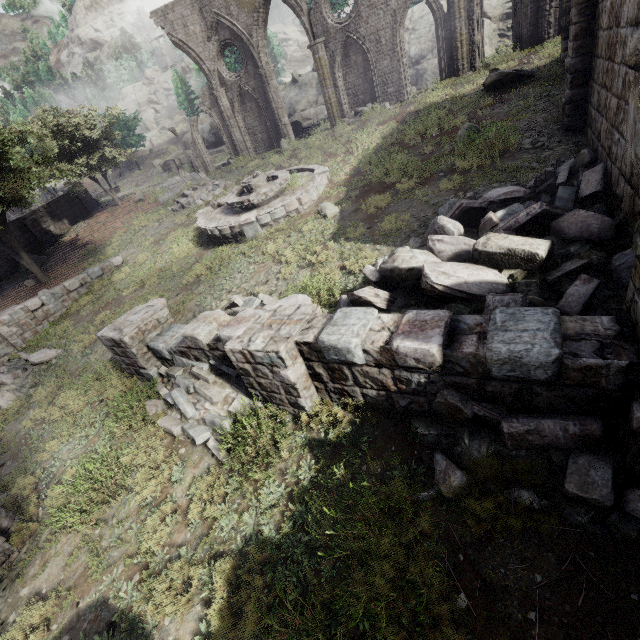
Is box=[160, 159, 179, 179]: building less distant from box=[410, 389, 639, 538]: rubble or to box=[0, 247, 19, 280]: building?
box=[410, 389, 639, 538]: rubble

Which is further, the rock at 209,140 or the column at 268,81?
the rock at 209,140

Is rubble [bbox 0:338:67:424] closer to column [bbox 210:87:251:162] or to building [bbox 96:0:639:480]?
building [bbox 96:0:639:480]

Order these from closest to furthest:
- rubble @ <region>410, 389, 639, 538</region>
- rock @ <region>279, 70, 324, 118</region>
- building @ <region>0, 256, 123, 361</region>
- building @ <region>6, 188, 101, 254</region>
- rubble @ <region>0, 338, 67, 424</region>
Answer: rubble @ <region>410, 389, 639, 538</region> < rubble @ <region>0, 338, 67, 424</region> < building @ <region>0, 256, 123, 361</region> < building @ <region>6, 188, 101, 254</region> < rock @ <region>279, 70, 324, 118</region>

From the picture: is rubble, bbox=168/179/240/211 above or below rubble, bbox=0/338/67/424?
above

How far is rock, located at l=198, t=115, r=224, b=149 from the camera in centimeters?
4269cm

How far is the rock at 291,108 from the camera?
34.59m

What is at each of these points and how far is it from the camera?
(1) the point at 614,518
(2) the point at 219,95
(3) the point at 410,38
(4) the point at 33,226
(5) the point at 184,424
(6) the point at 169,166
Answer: (1) rubble, 3.26m
(2) column, 22.98m
(3) rock, 28.62m
(4) building, 24.97m
(5) rubble, 6.49m
(6) building, 39.91m
